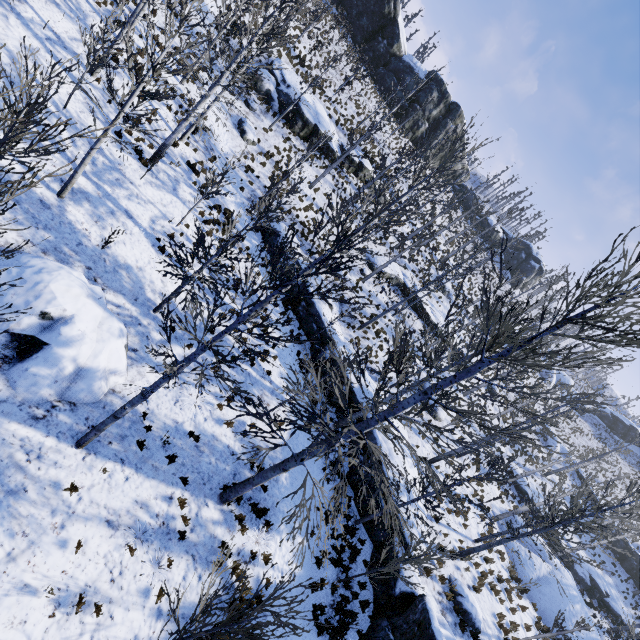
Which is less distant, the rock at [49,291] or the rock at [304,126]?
the rock at [49,291]

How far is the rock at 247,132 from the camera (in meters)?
21.81

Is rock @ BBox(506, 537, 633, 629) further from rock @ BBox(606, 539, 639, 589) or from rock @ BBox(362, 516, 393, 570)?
rock @ BBox(606, 539, 639, 589)

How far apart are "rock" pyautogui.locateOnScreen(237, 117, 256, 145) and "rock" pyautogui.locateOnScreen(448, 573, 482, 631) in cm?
2682

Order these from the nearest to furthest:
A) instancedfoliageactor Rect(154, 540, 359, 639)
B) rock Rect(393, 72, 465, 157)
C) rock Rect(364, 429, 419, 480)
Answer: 1. instancedfoliageactor Rect(154, 540, 359, 639)
2. rock Rect(364, 429, 419, 480)
3. rock Rect(393, 72, 465, 157)

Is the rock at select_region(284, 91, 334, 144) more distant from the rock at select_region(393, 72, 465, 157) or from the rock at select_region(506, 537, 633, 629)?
the rock at select_region(506, 537, 633, 629)

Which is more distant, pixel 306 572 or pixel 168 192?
pixel 168 192

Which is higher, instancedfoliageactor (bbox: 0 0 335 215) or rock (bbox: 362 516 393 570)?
instancedfoliageactor (bbox: 0 0 335 215)
